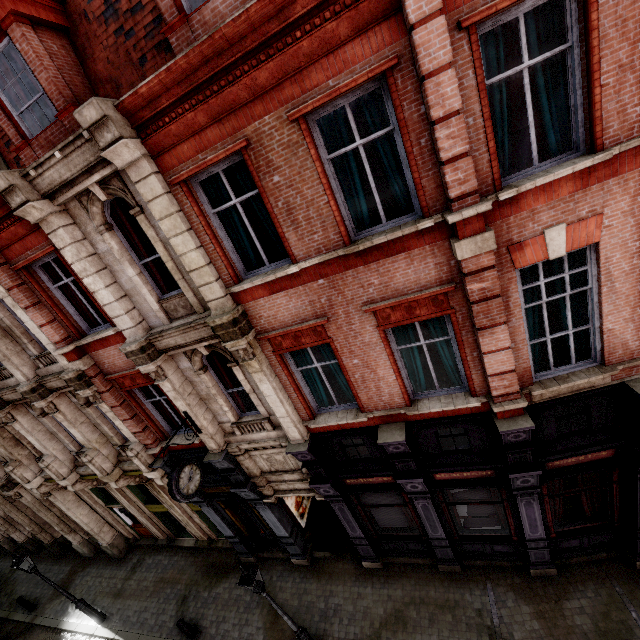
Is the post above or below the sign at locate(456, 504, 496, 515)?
below

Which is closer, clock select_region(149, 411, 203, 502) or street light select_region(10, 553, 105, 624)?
clock select_region(149, 411, 203, 502)

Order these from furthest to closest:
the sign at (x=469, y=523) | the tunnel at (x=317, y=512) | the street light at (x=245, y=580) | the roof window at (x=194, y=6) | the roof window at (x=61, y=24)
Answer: the tunnel at (x=317, y=512) → the sign at (x=469, y=523) → the street light at (x=245, y=580) → the roof window at (x=61, y=24) → the roof window at (x=194, y=6)

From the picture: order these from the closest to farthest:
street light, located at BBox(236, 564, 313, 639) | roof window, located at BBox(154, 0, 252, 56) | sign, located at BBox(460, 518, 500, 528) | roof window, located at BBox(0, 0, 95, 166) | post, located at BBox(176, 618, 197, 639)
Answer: roof window, located at BBox(154, 0, 252, 56) < roof window, located at BBox(0, 0, 95, 166) < street light, located at BBox(236, 564, 313, 639) < sign, located at BBox(460, 518, 500, 528) < post, located at BBox(176, 618, 197, 639)

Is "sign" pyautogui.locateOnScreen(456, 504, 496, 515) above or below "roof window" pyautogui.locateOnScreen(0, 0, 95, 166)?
below

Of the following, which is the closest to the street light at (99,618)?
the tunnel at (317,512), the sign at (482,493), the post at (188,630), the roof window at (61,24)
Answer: the post at (188,630)

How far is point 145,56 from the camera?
6.45m

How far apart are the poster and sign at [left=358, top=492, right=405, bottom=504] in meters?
3.2 m
